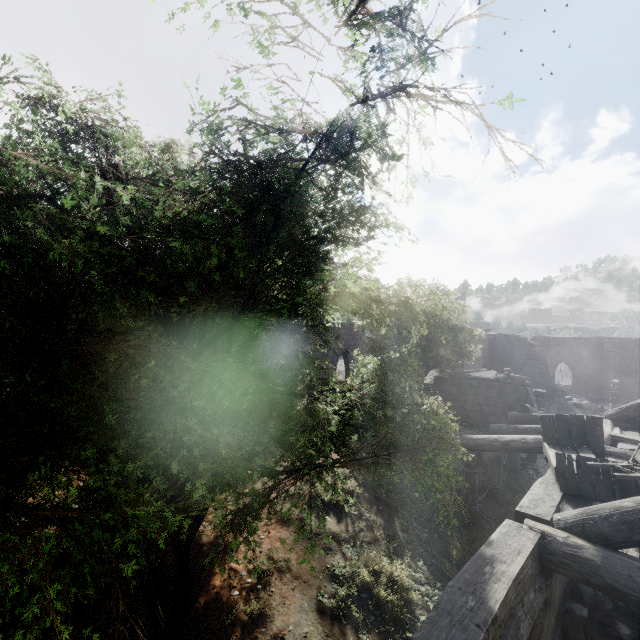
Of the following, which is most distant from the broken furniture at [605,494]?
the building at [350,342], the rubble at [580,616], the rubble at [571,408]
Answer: the rubble at [571,408]

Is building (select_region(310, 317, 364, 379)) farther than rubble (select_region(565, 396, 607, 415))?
No

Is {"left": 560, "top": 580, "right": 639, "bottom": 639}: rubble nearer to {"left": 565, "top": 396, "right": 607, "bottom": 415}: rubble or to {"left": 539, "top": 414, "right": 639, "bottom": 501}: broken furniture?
{"left": 539, "top": 414, "right": 639, "bottom": 501}: broken furniture

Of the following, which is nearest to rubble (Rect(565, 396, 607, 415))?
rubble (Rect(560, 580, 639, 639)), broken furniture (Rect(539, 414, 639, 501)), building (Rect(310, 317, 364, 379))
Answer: building (Rect(310, 317, 364, 379))

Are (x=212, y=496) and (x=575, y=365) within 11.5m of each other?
no

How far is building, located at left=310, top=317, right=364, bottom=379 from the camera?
22.2m

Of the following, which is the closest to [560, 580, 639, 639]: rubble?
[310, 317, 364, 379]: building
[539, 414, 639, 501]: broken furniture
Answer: [310, 317, 364, 379]: building

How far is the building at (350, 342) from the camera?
22.2 meters
